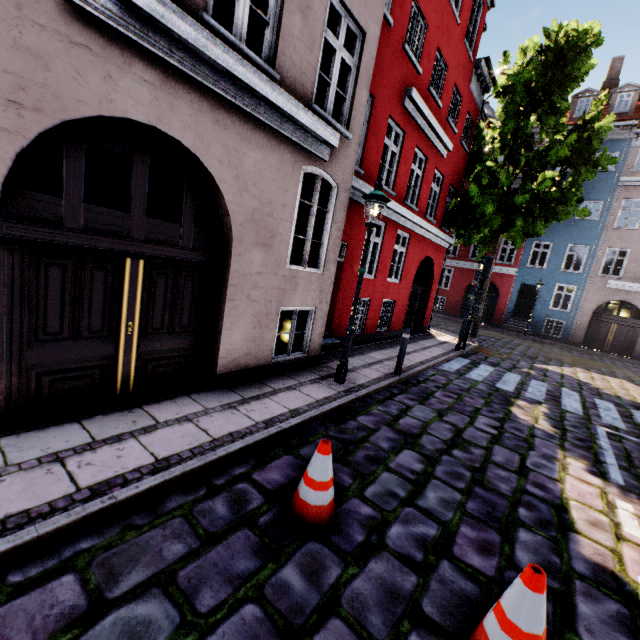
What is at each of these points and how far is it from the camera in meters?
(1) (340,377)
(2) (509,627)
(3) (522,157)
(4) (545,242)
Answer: (1) street light, 6.3 m
(2) traffic cone, 1.9 m
(3) tree, 14.9 m
(4) building, 22.3 m

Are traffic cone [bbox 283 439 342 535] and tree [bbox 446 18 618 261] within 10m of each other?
no

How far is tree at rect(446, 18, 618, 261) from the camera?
12.28m

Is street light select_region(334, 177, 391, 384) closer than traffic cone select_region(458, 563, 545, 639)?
No

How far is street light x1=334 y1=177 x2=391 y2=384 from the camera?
5.7 meters

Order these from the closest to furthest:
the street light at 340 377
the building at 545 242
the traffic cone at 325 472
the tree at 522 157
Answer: the traffic cone at 325 472 < the street light at 340 377 < the tree at 522 157 < the building at 545 242

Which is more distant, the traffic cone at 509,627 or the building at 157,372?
the building at 157,372

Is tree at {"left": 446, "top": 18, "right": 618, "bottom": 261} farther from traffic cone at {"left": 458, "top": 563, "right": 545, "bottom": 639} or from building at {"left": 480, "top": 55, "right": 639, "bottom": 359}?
traffic cone at {"left": 458, "top": 563, "right": 545, "bottom": 639}
